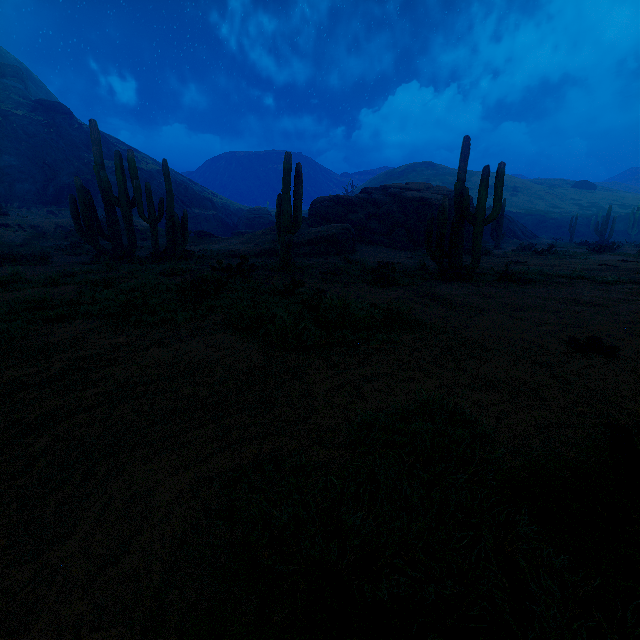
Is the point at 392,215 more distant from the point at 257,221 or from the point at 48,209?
the point at 48,209

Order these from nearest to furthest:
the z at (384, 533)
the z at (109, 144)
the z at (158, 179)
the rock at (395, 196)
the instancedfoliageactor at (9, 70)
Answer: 1. the z at (384, 533)
2. the rock at (395, 196)
3. the z at (158, 179)
4. the z at (109, 144)
5. the instancedfoliageactor at (9, 70)

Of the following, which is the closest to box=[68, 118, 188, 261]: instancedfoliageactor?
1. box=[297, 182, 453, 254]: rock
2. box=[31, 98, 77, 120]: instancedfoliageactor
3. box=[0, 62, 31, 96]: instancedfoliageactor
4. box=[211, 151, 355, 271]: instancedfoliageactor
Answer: box=[211, 151, 355, 271]: instancedfoliageactor

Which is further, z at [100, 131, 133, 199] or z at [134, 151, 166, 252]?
z at [100, 131, 133, 199]

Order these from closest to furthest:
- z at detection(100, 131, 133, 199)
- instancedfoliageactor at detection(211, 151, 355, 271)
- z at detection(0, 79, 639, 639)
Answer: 1. z at detection(0, 79, 639, 639)
2. instancedfoliageactor at detection(211, 151, 355, 271)
3. z at detection(100, 131, 133, 199)

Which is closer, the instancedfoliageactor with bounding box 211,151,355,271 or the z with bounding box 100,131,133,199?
the instancedfoliageactor with bounding box 211,151,355,271

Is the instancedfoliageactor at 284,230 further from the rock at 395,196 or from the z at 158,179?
the z at 158,179

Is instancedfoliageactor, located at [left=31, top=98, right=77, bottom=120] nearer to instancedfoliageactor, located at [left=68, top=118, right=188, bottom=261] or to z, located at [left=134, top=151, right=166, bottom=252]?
z, located at [left=134, top=151, right=166, bottom=252]
